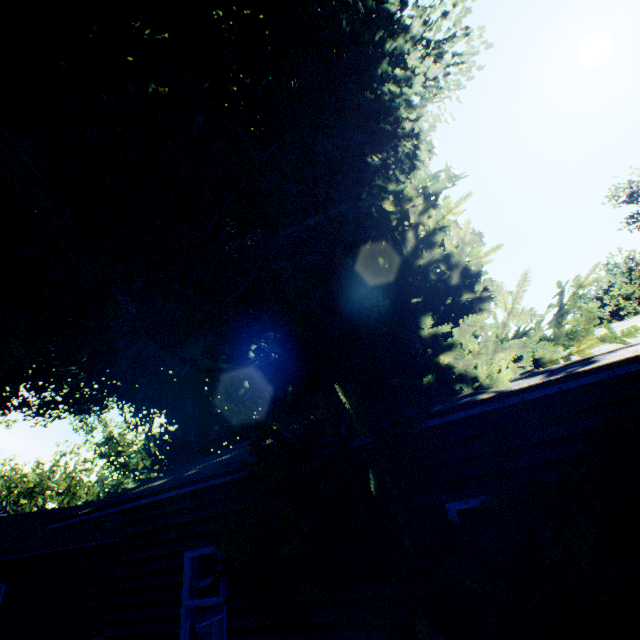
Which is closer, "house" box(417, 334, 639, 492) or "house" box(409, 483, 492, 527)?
"house" box(417, 334, 639, 492)

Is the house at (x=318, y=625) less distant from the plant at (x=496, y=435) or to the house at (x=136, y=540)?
the plant at (x=496, y=435)

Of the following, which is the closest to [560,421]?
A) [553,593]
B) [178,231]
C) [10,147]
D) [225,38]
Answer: [553,593]

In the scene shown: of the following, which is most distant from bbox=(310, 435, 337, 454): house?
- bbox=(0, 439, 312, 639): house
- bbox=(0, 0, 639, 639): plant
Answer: bbox=(0, 439, 312, 639): house

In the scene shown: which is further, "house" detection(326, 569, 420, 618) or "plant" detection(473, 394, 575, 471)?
"house" detection(326, 569, 420, 618)

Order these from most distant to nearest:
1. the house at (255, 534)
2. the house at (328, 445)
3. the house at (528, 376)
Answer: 1. the house at (255, 534)
2. the house at (328, 445)
3. the house at (528, 376)

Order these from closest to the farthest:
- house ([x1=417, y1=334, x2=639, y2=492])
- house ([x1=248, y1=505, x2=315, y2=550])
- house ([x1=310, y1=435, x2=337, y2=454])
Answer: house ([x1=417, y1=334, x2=639, y2=492]) → house ([x1=310, y1=435, x2=337, y2=454]) → house ([x1=248, y1=505, x2=315, y2=550])
